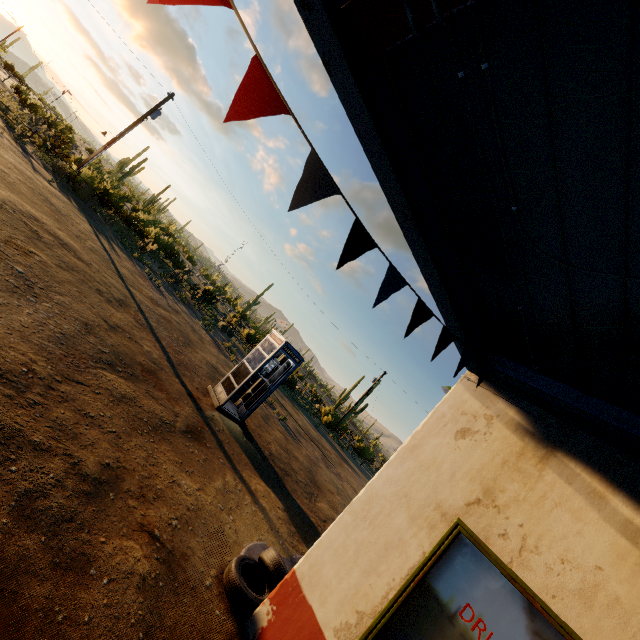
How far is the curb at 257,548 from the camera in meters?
4.8 m

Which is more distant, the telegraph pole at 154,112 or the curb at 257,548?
the telegraph pole at 154,112

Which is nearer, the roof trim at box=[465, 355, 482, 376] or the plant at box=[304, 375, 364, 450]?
the roof trim at box=[465, 355, 482, 376]

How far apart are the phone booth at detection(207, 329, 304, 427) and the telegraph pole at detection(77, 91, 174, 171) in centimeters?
1792cm

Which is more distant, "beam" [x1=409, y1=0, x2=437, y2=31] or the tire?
the tire

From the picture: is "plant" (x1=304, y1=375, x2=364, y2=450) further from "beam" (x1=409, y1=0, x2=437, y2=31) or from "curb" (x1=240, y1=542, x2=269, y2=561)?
"beam" (x1=409, y1=0, x2=437, y2=31)

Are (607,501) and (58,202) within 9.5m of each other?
no

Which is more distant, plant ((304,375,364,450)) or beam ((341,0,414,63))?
plant ((304,375,364,450))
